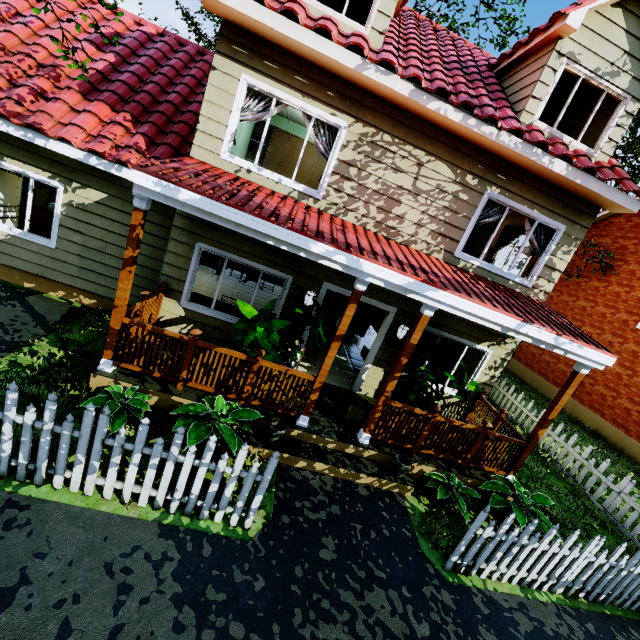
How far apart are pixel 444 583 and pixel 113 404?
5.2m

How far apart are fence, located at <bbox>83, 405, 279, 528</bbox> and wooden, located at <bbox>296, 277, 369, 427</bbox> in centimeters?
172cm

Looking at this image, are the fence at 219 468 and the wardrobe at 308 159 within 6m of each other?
no

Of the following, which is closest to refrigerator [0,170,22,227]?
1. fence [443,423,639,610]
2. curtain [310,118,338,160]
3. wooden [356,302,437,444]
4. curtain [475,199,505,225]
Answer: fence [443,423,639,610]

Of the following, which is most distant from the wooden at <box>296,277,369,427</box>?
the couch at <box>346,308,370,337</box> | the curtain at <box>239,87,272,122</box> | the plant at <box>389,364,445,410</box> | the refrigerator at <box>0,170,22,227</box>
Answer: the refrigerator at <box>0,170,22,227</box>

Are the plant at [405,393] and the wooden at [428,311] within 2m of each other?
yes

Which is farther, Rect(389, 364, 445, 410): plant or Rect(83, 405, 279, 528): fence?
Rect(389, 364, 445, 410): plant

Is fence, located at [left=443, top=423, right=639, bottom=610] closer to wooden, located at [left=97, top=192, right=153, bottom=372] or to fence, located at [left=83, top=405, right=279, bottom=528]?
fence, located at [left=83, top=405, right=279, bottom=528]
